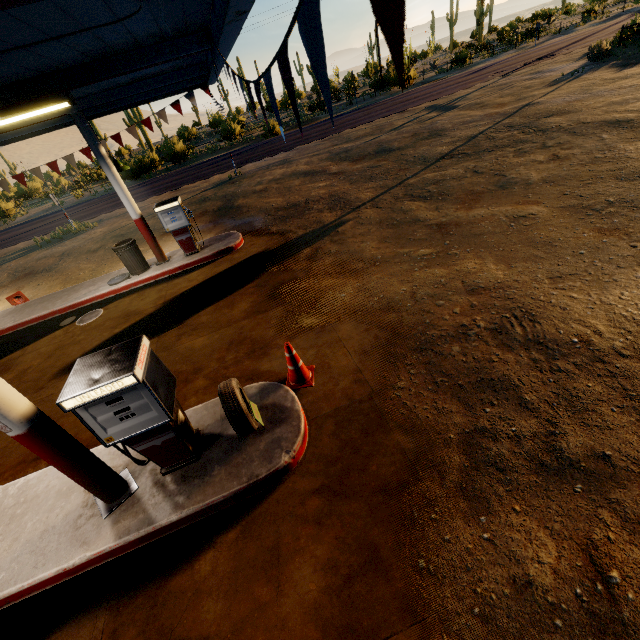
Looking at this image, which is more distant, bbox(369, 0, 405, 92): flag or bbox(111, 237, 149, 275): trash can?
bbox(111, 237, 149, 275): trash can

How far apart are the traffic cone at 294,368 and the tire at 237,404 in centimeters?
67cm

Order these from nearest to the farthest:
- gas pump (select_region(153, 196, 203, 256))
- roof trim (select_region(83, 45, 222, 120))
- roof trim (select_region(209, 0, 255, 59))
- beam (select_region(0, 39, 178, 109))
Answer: roof trim (select_region(209, 0, 255, 59))
beam (select_region(0, 39, 178, 109))
roof trim (select_region(83, 45, 222, 120))
gas pump (select_region(153, 196, 203, 256))

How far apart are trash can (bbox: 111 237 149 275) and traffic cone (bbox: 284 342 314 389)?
6.72m

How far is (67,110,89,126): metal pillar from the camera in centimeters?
730cm

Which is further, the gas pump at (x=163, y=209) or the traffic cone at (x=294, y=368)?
the gas pump at (x=163, y=209)

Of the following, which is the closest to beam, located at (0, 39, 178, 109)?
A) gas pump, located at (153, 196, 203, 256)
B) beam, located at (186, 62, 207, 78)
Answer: beam, located at (186, 62, 207, 78)

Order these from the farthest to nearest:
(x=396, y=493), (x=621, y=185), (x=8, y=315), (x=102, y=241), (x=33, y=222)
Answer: (x=33, y=222), (x=102, y=241), (x=8, y=315), (x=621, y=185), (x=396, y=493)
